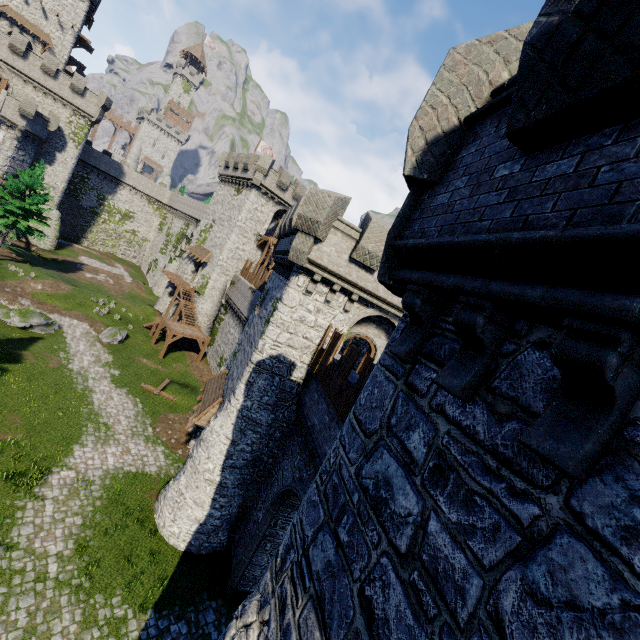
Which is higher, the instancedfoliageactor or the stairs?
the instancedfoliageactor

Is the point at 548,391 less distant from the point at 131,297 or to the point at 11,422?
the point at 11,422

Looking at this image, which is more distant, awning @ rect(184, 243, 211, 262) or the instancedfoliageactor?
awning @ rect(184, 243, 211, 262)

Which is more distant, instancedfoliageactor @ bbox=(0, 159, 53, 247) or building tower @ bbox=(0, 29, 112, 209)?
building tower @ bbox=(0, 29, 112, 209)

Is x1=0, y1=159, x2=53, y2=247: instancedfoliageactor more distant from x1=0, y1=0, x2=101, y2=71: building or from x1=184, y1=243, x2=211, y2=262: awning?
x1=0, y1=0, x2=101, y2=71: building

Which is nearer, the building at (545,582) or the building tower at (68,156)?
the building at (545,582)

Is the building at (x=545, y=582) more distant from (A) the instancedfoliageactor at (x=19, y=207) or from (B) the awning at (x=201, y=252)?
(A) the instancedfoliageactor at (x=19, y=207)

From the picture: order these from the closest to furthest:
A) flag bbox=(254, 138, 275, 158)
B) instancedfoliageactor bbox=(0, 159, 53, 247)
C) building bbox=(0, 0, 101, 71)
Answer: instancedfoliageactor bbox=(0, 159, 53, 247) < flag bbox=(254, 138, 275, 158) < building bbox=(0, 0, 101, 71)
